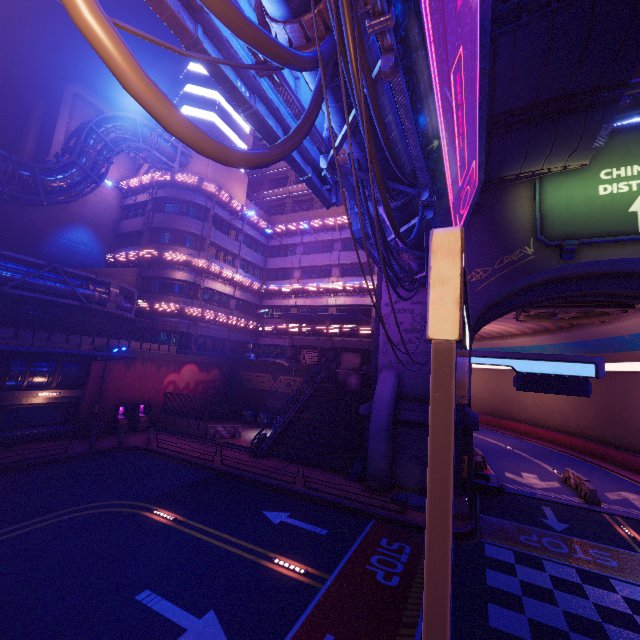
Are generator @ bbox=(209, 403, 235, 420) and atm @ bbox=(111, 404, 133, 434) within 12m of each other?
yes

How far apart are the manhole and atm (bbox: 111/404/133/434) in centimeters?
1902cm

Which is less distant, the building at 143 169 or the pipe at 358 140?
the pipe at 358 140

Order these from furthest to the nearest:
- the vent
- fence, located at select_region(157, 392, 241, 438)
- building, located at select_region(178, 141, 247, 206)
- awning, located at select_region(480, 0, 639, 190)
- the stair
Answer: building, located at select_region(178, 141, 247, 206) → fence, located at select_region(157, 392, 241, 438) → the stair → the vent → awning, located at select_region(480, 0, 639, 190)

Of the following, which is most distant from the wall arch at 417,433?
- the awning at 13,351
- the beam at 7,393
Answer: the beam at 7,393

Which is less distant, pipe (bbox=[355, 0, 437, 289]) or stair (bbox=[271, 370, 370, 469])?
pipe (bbox=[355, 0, 437, 289])

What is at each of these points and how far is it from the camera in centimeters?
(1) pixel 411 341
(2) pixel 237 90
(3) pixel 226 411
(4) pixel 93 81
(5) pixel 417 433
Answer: (1) wall arch, 1820cm
(2) sign, 558cm
(3) generator, 3095cm
(4) building, 5044cm
(5) wall arch, 1688cm

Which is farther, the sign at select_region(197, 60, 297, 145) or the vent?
the vent
